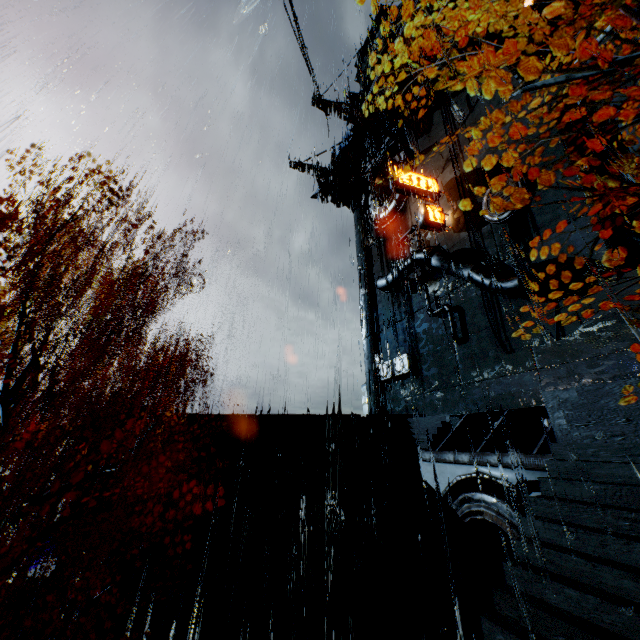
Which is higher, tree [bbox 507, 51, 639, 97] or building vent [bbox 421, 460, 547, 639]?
tree [bbox 507, 51, 639, 97]

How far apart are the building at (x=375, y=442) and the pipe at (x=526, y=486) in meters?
11.1

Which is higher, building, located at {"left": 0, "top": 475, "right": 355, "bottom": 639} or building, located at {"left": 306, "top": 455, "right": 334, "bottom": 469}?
building, located at {"left": 306, "top": 455, "right": 334, "bottom": 469}

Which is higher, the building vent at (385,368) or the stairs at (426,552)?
the building vent at (385,368)

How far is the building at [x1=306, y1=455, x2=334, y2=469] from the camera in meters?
16.9

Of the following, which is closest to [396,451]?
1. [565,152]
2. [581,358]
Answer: [581,358]

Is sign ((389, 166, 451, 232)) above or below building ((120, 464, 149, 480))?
above
